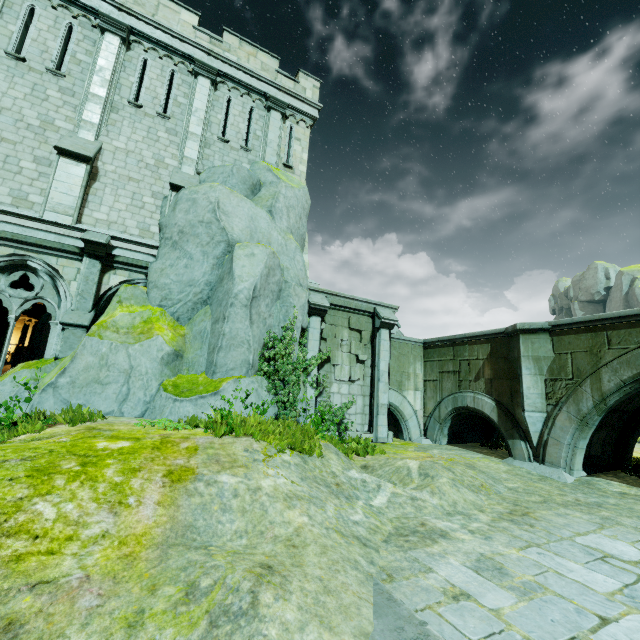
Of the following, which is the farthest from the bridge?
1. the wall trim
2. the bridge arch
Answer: the wall trim

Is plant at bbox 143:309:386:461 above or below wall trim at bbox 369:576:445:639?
above

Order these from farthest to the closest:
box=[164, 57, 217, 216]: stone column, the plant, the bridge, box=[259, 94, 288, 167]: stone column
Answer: box=[259, 94, 288, 167]: stone column
box=[164, 57, 217, 216]: stone column
the bridge
the plant

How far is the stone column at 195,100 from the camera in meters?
11.5 m

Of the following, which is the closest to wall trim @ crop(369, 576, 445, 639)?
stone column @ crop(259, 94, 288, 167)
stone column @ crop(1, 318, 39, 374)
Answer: stone column @ crop(259, 94, 288, 167)

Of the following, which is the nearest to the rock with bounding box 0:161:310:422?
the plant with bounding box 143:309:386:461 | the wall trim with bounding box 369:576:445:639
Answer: the plant with bounding box 143:309:386:461

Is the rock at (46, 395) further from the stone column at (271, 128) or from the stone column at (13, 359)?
the stone column at (13, 359)

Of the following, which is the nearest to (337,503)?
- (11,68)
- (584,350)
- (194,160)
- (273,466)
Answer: (273,466)
